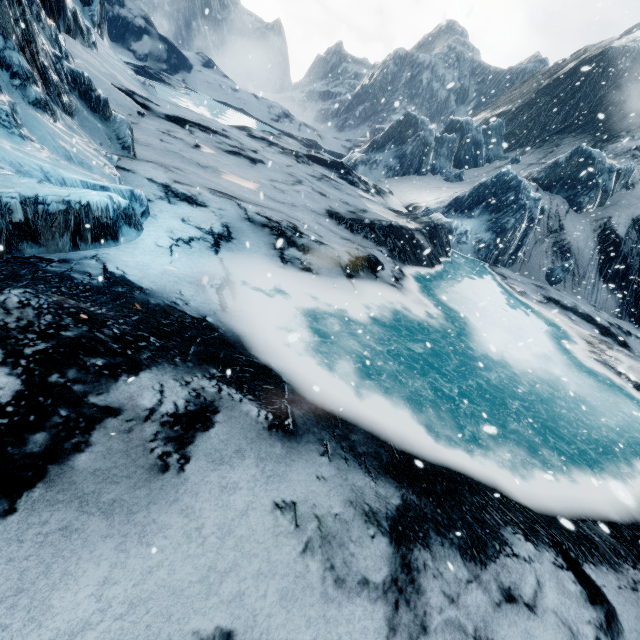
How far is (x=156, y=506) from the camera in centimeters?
239cm
